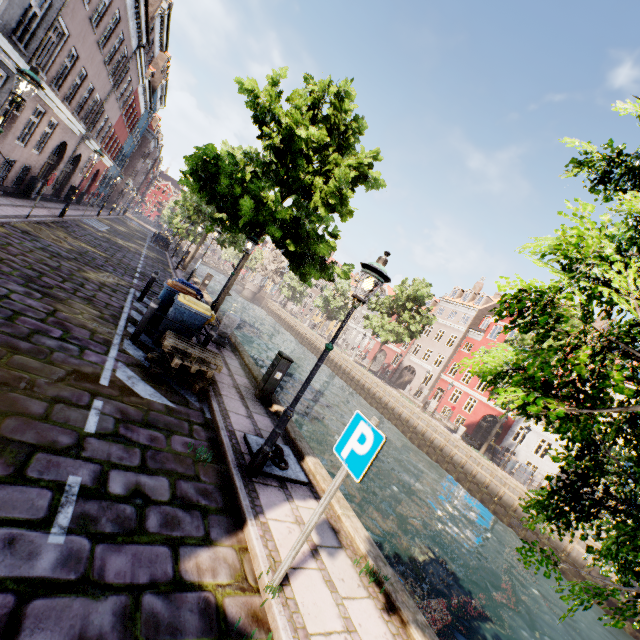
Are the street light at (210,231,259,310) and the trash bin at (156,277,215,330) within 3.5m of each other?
yes

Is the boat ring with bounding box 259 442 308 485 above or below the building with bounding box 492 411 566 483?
below

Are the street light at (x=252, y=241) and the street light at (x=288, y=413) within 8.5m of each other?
yes

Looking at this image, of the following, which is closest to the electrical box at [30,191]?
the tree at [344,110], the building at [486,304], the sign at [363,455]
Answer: the tree at [344,110]

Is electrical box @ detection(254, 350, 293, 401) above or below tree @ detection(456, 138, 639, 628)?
below

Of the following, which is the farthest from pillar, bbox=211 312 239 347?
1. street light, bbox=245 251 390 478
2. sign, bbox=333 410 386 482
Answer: sign, bbox=333 410 386 482

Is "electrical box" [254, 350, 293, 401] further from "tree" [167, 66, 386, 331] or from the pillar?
"tree" [167, 66, 386, 331]

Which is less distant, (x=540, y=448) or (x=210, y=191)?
(x=210, y=191)
